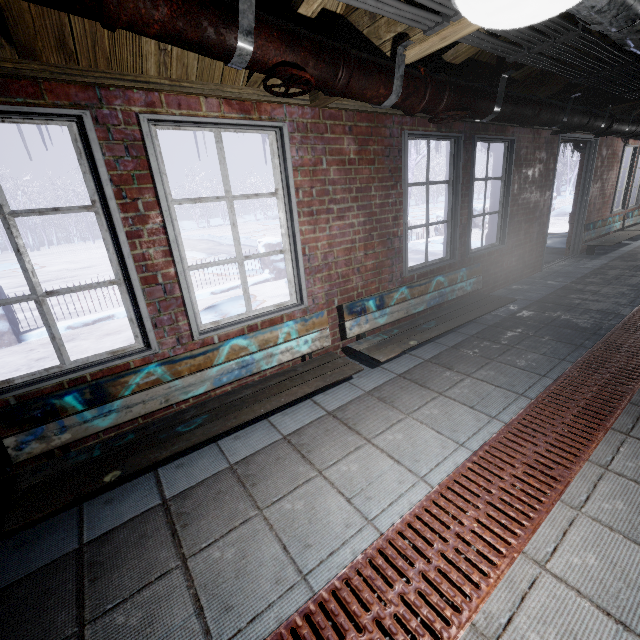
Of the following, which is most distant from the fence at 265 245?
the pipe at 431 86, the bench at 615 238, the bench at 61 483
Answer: the bench at 615 238

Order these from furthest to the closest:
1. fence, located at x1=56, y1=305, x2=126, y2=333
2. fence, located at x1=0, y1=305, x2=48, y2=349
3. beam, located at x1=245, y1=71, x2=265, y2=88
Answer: fence, located at x1=56, y1=305, x2=126, y2=333, fence, located at x1=0, y1=305, x2=48, y2=349, beam, located at x1=245, y1=71, x2=265, y2=88

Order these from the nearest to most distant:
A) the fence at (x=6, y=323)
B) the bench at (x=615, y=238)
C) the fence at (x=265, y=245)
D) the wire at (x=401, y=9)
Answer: the wire at (x=401, y=9) < the fence at (x=6, y=323) < the bench at (x=615, y=238) < the fence at (x=265, y=245)

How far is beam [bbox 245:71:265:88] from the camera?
1.84m

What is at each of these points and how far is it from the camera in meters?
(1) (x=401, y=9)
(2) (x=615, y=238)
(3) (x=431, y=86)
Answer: (1) wire, 1.2
(2) bench, 6.0
(3) pipe, 1.7

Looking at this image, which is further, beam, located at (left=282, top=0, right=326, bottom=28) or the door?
the door

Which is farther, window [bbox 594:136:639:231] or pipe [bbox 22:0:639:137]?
window [bbox 594:136:639:231]

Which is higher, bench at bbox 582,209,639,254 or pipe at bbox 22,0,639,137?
pipe at bbox 22,0,639,137
